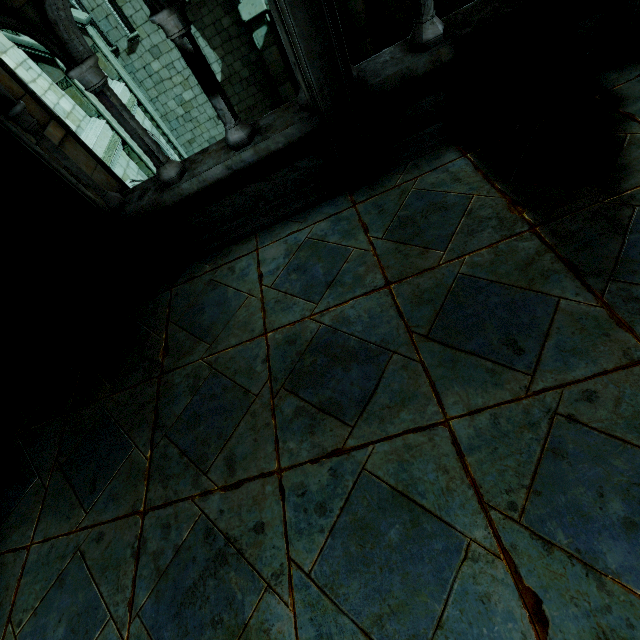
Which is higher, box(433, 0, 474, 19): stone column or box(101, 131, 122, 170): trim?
box(101, 131, 122, 170): trim

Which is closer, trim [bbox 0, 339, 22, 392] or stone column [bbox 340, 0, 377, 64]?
trim [bbox 0, 339, 22, 392]

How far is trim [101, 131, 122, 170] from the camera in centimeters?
897cm

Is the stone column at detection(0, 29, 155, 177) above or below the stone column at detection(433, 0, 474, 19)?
above

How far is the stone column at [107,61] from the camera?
10.2m

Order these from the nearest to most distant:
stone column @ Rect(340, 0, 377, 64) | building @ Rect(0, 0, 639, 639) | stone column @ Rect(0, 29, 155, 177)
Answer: building @ Rect(0, 0, 639, 639)
stone column @ Rect(0, 29, 155, 177)
stone column @ Rect(340, 0, 377, 64)

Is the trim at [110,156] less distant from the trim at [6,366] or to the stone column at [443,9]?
the trim at [6,366]

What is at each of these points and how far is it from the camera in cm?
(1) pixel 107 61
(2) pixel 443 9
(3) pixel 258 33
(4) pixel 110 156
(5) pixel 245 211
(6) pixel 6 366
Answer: (1) stone column, 1092
(2) stone column, 1115
(3) stone column, 1091
(4) trim, 916
(5) building, 434
(6) trim, 490
